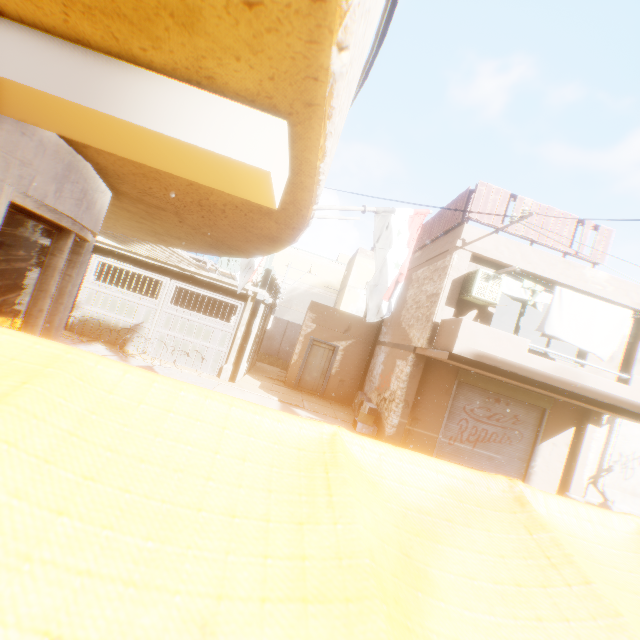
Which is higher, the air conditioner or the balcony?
the air conditioner

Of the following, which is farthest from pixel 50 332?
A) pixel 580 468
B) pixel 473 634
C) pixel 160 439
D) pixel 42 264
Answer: pixel 580 468

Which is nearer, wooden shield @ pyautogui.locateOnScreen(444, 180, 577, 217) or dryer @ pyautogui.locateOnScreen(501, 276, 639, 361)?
dryer @ pyautogui.locateOnScreen(501, 276, 639, 361)

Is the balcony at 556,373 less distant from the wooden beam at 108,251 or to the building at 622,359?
the building at 622,359

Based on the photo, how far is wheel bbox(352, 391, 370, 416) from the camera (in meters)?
12.86

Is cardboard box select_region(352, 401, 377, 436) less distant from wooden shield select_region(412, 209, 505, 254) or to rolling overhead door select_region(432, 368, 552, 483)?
rolling overhead door select_region(432, 368, 552, 483)

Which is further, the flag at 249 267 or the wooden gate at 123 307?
the wooden gate at 123 307

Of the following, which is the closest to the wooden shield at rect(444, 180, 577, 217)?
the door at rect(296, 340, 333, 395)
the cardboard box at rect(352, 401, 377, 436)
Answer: the door at rect(296, 340, 333, 395)
